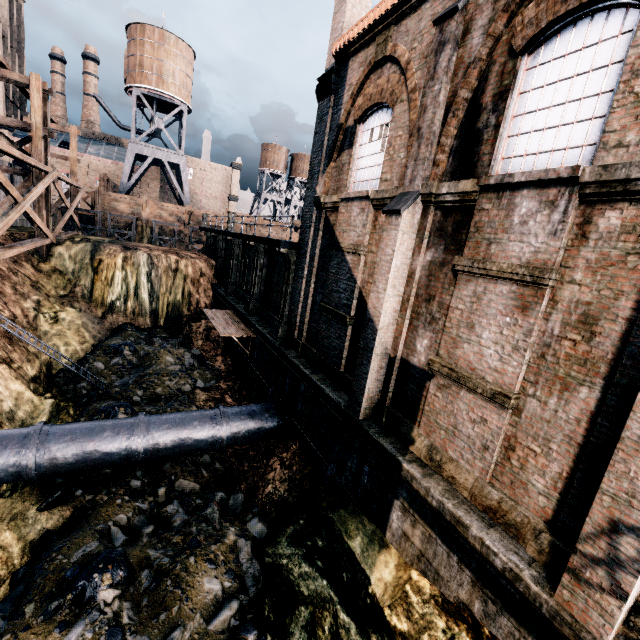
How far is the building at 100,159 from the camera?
49.3m

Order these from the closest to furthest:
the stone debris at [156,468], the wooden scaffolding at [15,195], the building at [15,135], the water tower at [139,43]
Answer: the stone debris at [156,468], the wooden scaffolding at [15,195], the water tower at [139,43], the building at [15,135]

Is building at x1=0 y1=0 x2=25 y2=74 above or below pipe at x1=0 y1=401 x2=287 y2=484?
above

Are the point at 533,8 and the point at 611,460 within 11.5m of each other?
yes

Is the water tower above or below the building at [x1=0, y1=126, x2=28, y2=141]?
below

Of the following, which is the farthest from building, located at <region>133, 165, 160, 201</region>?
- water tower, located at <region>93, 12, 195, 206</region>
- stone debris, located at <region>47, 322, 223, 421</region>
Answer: stone debris, located at <region>47, 322, 223, 421</region>

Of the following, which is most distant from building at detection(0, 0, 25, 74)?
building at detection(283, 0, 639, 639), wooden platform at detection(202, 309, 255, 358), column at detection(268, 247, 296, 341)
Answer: column at detection(268, 247, 296, 341)

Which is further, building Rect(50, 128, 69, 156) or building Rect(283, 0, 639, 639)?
building Rect(50, 128, 69, 156)
